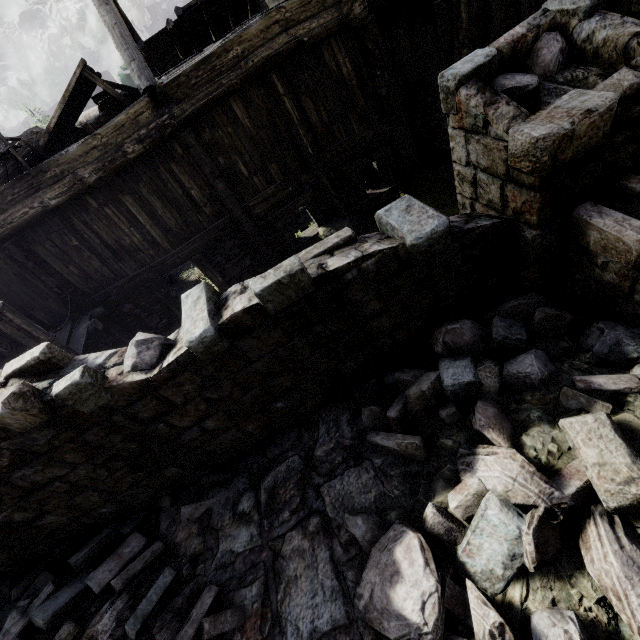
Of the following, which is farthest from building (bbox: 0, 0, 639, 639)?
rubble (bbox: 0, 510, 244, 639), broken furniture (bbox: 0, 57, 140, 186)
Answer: broken furniture (bbox: 0, 57, 140, 186)

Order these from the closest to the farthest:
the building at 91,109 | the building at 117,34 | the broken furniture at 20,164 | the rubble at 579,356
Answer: the rubble at 579,356 < the building at 117,34 < the broken furniture at 20,164 < the building at 91,109

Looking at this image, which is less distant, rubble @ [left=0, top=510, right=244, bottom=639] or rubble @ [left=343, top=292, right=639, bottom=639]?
rubble @ [left=343, top=292, right=639, bottom=639]

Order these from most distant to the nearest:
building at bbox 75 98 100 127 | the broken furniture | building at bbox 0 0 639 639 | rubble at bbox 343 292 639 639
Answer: building at bbox 75 98 100 127 → the broken furniture → building at bbox 0 0 639 639 → rubble at bbox 343 292 639 639

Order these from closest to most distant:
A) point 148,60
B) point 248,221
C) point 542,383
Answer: point 542,383
point 248,221
point 148,60

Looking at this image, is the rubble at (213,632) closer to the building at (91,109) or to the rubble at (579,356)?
the building at (91,109)

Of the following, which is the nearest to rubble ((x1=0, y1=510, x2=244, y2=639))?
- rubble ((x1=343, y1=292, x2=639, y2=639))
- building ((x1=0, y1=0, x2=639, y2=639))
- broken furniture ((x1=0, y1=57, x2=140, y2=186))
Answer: building ((x1=0, y1=0, x2=639, y2=639))
